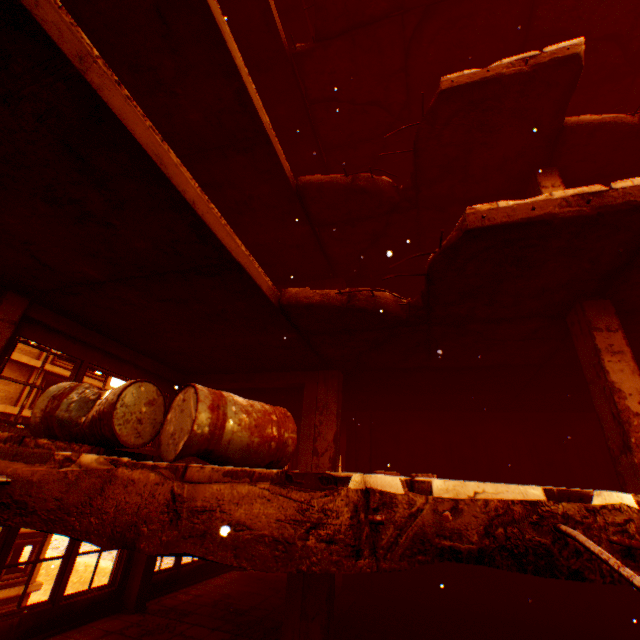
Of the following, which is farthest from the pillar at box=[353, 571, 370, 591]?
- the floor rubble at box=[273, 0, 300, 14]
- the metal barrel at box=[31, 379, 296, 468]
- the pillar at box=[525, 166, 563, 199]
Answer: the metal barrel at box=[31, 379, 296, 468]

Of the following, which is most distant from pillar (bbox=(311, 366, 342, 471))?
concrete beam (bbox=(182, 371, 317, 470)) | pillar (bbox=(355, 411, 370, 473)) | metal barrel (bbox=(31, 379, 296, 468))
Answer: metal barrel (bbox=(31, 379, 296, 468))

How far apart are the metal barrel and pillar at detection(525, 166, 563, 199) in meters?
5.1 m

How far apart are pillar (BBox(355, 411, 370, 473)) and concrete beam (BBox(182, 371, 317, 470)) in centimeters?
463cm

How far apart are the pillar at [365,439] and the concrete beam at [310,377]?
4.6m

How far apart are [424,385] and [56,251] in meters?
8.8 m

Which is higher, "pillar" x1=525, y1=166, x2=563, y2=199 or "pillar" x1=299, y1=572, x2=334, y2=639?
"pillar" x1=525, y1=166, x2=563, y2=199

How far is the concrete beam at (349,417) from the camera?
12.1m
